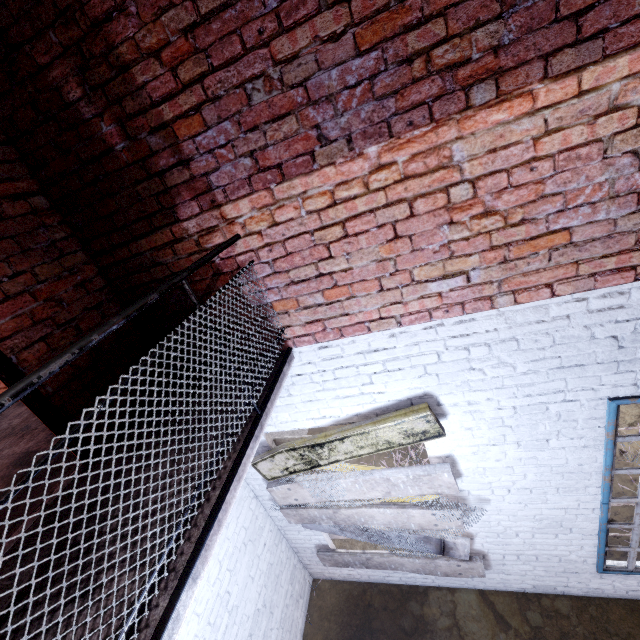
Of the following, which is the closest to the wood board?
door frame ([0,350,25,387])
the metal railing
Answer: the metal railing

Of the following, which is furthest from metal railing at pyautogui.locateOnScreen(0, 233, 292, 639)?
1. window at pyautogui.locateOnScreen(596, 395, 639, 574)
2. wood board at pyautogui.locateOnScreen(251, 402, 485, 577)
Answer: window at pyautogui.locateOnScreen(596, 395, 639, 574)

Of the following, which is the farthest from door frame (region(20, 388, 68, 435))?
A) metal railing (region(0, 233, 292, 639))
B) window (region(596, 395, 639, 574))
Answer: window (region(596, 395, 639, 574))

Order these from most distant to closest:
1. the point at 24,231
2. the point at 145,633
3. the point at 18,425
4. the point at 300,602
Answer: the point at 300,602, the point at 18,425, the point at 24,231, the point at 145,633

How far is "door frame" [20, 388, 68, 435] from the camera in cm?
206

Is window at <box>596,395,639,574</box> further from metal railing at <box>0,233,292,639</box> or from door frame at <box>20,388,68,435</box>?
door frame at <box>20,388,68,435</box>

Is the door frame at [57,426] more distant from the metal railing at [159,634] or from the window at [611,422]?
the window at [611,422]
